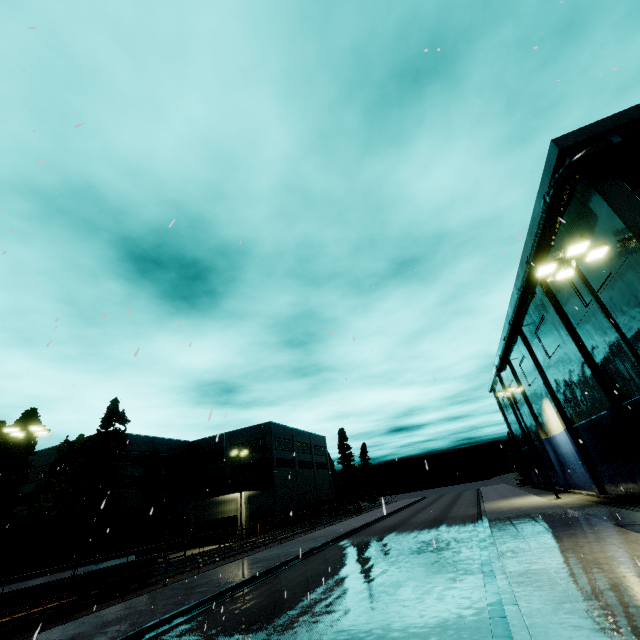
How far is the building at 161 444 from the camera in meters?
41.7 m

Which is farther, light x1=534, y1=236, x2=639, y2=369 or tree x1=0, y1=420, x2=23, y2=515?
tree x1=0, y1=420, x2=23, y2=515

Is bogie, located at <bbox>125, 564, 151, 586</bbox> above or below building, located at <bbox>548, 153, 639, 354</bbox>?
below

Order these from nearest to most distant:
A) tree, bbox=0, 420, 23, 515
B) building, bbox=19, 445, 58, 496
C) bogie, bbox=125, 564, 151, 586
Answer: bogie, bbox=125, 564, 151, 586
tree, bbox=0, 420, 23, 515
building, bbox=19, 445, 58, 496

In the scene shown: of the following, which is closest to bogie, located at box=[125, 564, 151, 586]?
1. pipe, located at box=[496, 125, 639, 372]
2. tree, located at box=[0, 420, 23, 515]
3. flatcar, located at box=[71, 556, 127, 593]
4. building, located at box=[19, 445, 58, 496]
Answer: flatcar, located at box=[71, 556, 127, 593]

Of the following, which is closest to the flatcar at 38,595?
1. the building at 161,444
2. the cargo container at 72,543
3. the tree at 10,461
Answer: the cargo container at 72,543

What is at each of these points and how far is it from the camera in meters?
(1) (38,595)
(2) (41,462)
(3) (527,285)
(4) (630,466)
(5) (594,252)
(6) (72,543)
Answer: (1) flatcar, 13.9
(2) building, 46.2
(3) pipe, 22.1
(4) building, 19.7
(5) light, 12.5
(6) cargo container, 15.7

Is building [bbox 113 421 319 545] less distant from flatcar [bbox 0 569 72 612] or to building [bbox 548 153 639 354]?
flatcar [bbox 0 569 72 612]
